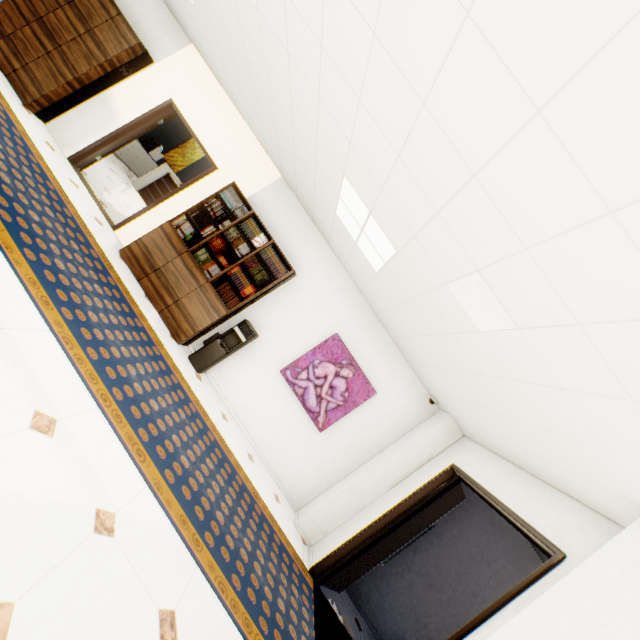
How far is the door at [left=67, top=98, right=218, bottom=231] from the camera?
5.62m

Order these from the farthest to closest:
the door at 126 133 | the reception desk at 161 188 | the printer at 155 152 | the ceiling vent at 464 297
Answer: the printer at 155 152 < the reception desk at 161 188 < the door at 126 133 < the ceiling vent at 464 297

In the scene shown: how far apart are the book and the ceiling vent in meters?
3.0

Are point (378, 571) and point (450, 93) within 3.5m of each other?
no

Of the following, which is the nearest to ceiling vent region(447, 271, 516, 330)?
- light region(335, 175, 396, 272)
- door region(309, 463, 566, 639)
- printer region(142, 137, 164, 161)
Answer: light region(335, 175, 396, 272)

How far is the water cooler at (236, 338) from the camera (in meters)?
5.12

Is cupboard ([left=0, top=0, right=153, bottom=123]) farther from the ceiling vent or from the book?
the ceiling vent

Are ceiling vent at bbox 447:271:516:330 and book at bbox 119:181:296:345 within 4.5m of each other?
yes
